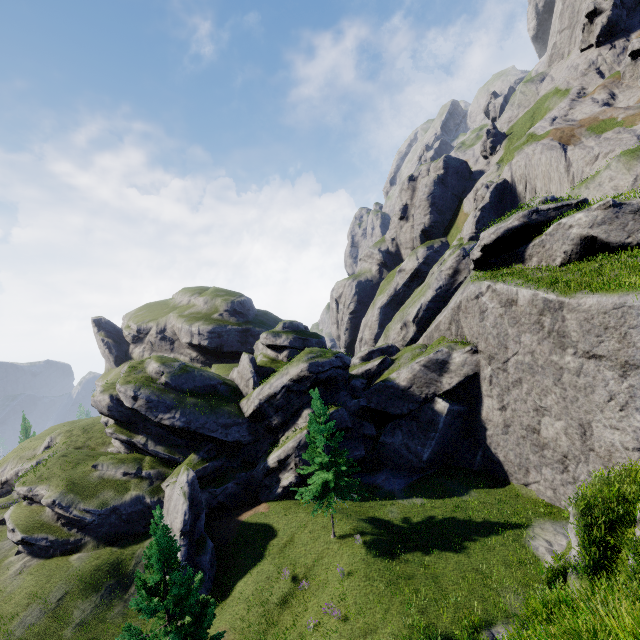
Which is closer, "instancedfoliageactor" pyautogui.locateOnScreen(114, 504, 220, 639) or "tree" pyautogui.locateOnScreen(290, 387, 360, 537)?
"instancedfoliageactor" pyautogui.locateOnScreen(114, 504, 220, 639)

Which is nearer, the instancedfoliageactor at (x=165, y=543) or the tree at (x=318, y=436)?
the instancedfoliageactor at (x=165, y=543)

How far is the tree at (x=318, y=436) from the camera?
22.0 meters

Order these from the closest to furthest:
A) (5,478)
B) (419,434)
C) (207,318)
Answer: (419,434) → (5,478) → (207,318)

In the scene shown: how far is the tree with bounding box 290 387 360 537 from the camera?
21.97m
